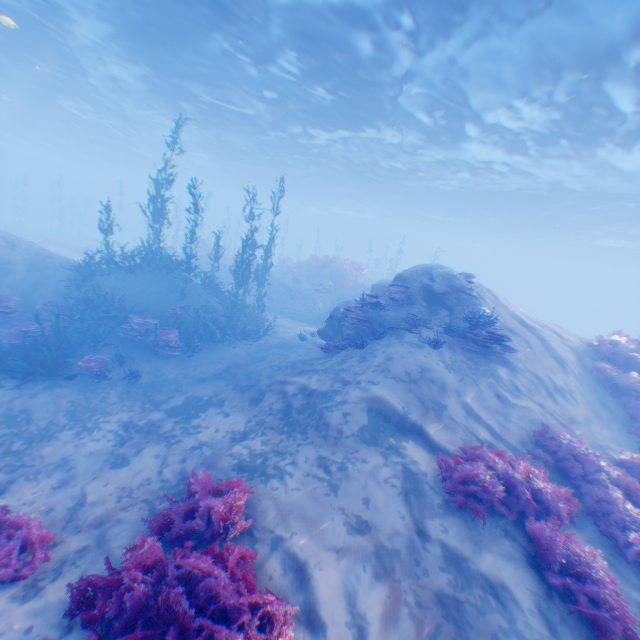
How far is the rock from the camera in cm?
1054

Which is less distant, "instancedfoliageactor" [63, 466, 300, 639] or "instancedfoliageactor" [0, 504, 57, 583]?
"instancedfoliageactor" [63, 466, 300, 639]

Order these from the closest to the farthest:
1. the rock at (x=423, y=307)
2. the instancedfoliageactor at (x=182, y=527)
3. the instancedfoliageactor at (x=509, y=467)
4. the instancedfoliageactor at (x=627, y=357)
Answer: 1. the instancedfoliageactor at (x=182, y=527)
2. the instancedfoliageactor at (x=509, y=467)
3. the instancedfoliageactor at (x=627, y=357)
4. the rock at (x=423, y=307)

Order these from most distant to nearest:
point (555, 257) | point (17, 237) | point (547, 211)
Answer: point (555, 257), point (547, 211), point (17, 237)

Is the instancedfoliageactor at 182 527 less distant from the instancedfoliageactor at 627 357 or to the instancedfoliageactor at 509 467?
the instancedfoliageactor at 509 467

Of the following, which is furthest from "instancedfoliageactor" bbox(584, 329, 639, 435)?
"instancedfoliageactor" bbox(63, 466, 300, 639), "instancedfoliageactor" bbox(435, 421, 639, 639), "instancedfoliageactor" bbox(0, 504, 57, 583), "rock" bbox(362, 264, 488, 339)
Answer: "instancedfoliageactor" bbox(63, 466, 300, 639)

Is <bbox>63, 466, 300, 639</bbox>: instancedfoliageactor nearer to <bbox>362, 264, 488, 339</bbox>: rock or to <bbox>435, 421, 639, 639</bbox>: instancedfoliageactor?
<bbox>362, 264, 488, 339</bbox>: rock

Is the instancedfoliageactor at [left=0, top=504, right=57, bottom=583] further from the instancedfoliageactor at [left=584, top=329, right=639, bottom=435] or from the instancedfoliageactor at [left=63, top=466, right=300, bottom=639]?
the instancedfoliageactor at [left=584, top=329, right=639, bottom=435]
